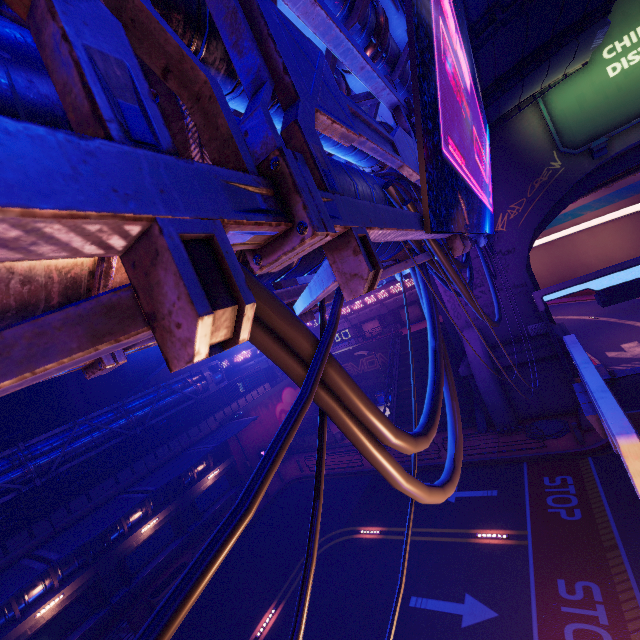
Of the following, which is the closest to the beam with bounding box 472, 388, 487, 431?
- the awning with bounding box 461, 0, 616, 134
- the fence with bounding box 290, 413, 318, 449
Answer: the fence with bounding box 290, 413, 318, 449

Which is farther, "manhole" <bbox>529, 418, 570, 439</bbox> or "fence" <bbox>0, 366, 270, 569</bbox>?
"manhole" <bbox>529, 418, 570, 439</bbox>

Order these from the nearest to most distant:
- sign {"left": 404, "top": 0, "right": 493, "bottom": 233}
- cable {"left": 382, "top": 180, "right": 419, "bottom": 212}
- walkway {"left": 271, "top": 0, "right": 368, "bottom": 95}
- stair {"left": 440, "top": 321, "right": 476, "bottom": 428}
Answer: sign {"left": 404, "top": 0, "right": 493, "bottom": 233}
cable {"left": 382, "top": 180, "right": 419, "bottom": 212}
walkway {"left": 271, "top": 0, "right": 368, "bottom": 95}
stair {"left": 440, "top": 321, "right": 476, "bottom": 428}

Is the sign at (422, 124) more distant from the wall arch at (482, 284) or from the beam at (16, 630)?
the beam at (16, 630)

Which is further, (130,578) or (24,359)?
(130,578)

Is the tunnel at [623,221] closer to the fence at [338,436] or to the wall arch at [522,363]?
the wall arch at [522,363]

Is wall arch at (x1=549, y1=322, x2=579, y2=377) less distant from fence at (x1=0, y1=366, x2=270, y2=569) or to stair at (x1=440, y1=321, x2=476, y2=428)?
stair at (x1=440, y1=321, x2=476, y2=428)

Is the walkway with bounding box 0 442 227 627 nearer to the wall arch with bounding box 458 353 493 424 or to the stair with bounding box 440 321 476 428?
the stair with bounding box 440 321 476 428
